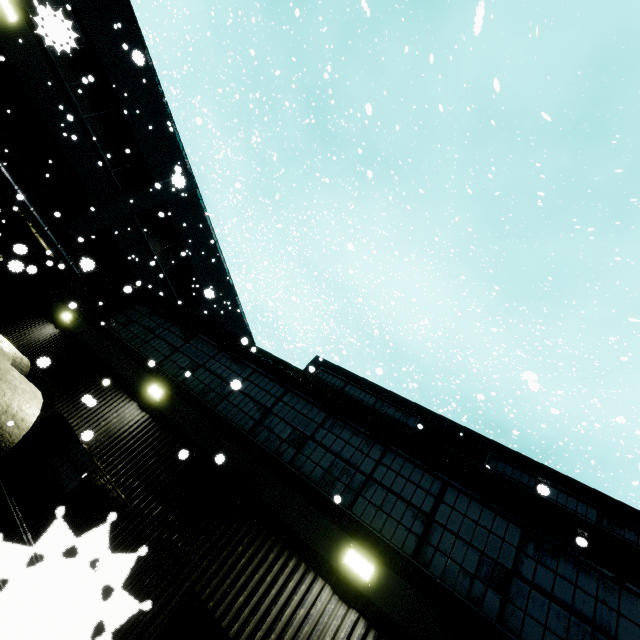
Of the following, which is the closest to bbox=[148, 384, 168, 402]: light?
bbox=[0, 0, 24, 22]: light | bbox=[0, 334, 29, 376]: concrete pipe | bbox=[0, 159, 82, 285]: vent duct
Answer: bbox=[0, 334, 29, 376]: concrete pipe

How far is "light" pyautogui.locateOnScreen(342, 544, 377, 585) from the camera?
4.7 meters

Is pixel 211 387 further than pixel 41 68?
No

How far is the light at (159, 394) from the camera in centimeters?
782cm

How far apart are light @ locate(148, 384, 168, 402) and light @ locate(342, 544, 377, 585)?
5.4 meters

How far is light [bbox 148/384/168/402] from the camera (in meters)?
7.82

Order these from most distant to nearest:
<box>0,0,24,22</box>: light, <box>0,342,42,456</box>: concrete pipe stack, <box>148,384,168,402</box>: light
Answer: <box>0,0,24,22</box>: light → <box>148,384,168,402</box>: light → <box>0,342,42,456</box>: concrete pipe stack

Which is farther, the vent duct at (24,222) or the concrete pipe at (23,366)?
the vent duct at (24,222)
